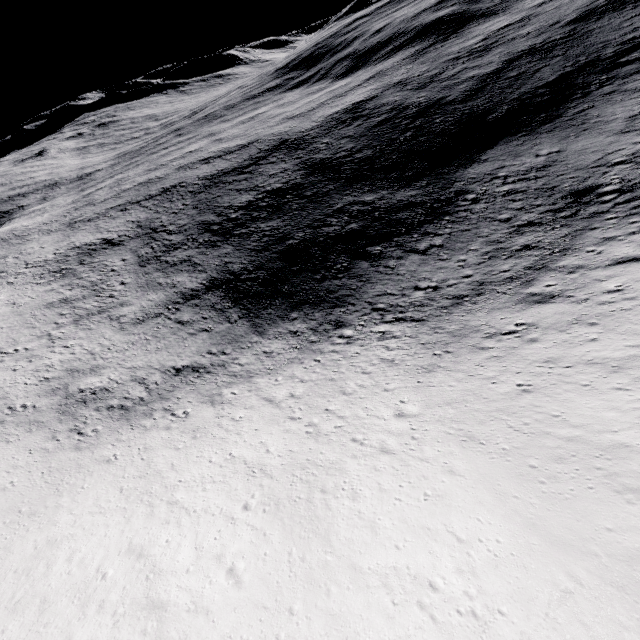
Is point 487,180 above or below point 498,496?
below
